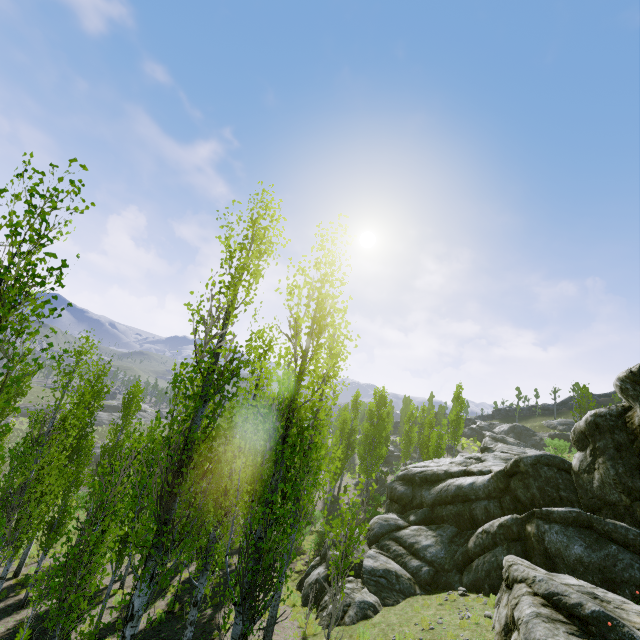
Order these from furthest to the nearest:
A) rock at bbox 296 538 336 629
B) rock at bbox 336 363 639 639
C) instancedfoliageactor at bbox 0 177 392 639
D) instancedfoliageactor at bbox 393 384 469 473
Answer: instancedfoliageactor at bbox 393 384 469 473 → rock at bbox 296 538 336 629 → rock at bbox 336 363 639 639 → instancedfoliageactor at bbox 0 177 392 639

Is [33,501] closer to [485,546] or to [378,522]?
[378,522]

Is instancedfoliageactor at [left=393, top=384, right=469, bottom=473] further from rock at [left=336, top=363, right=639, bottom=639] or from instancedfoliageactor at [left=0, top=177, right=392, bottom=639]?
rock at [left=336, top=363, right=639, bottom=639]

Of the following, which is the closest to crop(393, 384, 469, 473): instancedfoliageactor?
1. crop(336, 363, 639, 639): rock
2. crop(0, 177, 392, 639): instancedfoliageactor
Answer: crop(0, 177, 392, 639): instancedfoliageactor

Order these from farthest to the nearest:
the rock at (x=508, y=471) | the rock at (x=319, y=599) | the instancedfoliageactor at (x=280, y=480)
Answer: the rock at (x=319, y=599) < the rock at (x=508, y=471) < the instancedfoliageactor at (x=280, y=480)

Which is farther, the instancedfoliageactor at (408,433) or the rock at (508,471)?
the instancedfoliageactor at (408,433)
